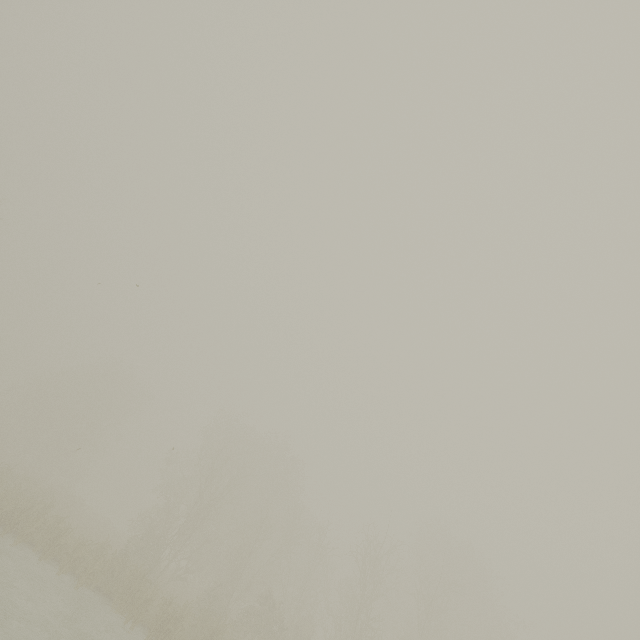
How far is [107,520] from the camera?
47.2 meters
